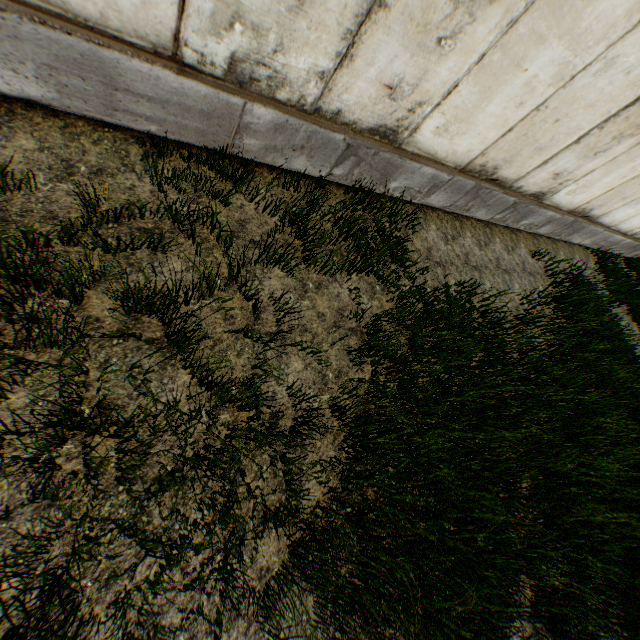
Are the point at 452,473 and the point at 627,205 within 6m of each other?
no
